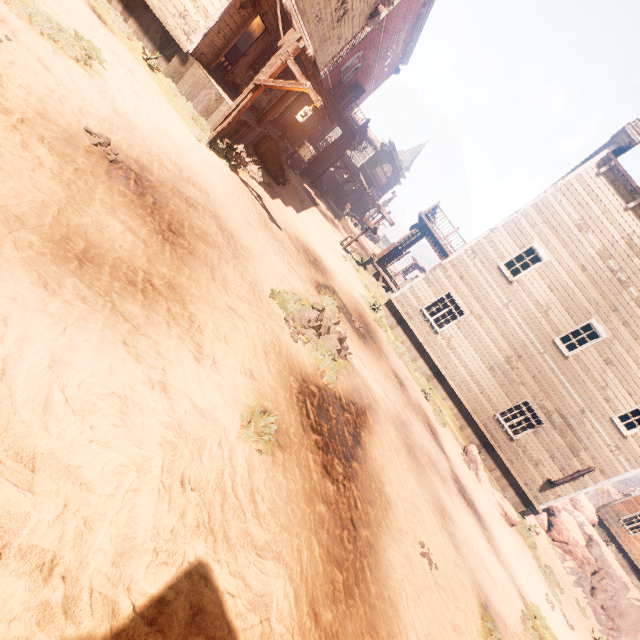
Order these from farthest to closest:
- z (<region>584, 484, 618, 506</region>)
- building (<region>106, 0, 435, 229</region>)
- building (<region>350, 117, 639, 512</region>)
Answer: z (<region>584, 484, 618, 506</region>), building (<region>350, 117, 639, 512</region>), building (<region>106, 0, 435, 229</region>)

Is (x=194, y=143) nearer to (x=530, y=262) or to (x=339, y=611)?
(x=339, y=611)

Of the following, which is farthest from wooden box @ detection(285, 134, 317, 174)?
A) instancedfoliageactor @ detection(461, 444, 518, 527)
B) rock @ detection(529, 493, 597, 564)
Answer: rock @ detection(529, 493, 597, 564)

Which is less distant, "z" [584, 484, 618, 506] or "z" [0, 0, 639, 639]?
"z" [0, 0, 639, 639]

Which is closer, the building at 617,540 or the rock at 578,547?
the rock at 578,547

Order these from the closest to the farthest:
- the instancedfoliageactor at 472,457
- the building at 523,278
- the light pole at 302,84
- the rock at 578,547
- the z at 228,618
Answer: the z at 228,618
the light pole at 302,84
the instancedfoliageactor at 472,457
the building at 523,278
the rock at 578,547

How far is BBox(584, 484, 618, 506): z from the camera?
38.9 meters

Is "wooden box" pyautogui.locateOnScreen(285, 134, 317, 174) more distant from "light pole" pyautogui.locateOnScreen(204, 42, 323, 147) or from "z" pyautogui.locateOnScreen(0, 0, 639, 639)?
"light pole" pyautogui.locateOnScreen(204, 42, 323, 147)
